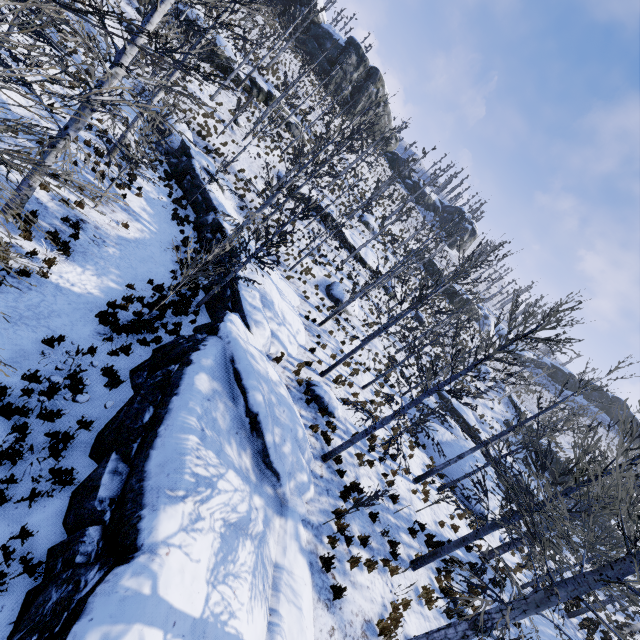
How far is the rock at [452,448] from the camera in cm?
2003

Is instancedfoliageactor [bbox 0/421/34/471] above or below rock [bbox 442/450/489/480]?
below

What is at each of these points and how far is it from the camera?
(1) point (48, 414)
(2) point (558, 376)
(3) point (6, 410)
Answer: (1) instancedfoliageactor, 5.8m
(2) rock, 57.3m
(3) instancedfoliageactor, 5.6m

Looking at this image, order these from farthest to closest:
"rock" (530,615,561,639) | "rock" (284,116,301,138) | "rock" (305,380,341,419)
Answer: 1. "rock" (284,116,301,138)
2. "rock" (305,380,341,419)
3. "rock" (530,615,561,639)

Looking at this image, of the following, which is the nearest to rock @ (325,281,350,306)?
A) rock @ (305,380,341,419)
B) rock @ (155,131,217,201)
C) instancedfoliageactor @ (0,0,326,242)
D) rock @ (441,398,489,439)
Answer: instancedfoliageactor @ (0,0,326,242)

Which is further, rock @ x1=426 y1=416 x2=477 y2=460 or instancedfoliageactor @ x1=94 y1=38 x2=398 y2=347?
rock @ x1=426 y1=416 x2=477 y2=460

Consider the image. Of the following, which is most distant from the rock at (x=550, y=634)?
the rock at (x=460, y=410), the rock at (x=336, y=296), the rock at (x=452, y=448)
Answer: the rock at (x=460, y=410)

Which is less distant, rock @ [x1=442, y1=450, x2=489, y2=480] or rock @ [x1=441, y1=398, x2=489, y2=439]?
rock @ [x1=442, y1=450, x2=489, y2=480]
